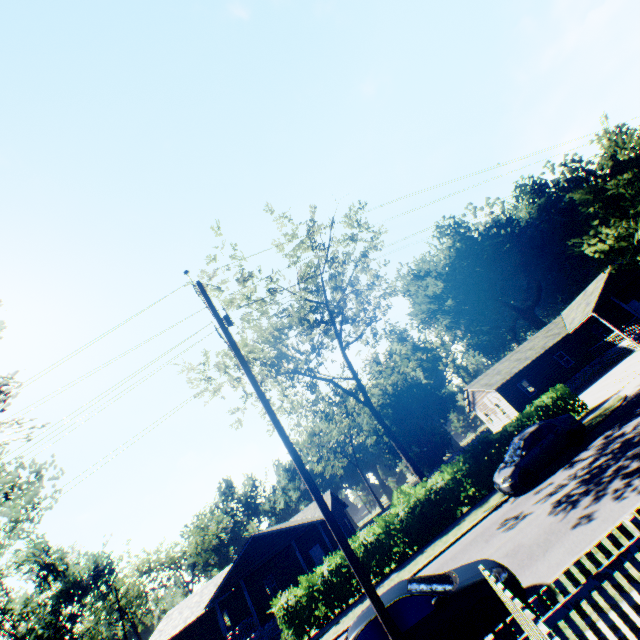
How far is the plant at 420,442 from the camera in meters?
55.4 m

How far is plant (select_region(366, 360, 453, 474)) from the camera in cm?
5541

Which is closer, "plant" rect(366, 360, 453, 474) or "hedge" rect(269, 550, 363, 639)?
"hedge" rect(269, 550, 363, 639)

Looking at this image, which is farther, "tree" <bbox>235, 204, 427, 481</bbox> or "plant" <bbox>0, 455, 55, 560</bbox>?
"tree" <bbox>235, 204, 427, 481</bbox>

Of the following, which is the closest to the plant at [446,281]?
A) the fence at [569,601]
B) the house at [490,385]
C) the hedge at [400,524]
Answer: the fence at [569,601]

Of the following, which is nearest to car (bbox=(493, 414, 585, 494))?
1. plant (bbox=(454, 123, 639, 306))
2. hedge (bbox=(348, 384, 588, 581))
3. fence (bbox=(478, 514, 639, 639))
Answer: hedge (bbox=(348, 384, 588, 581))

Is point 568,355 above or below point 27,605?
below

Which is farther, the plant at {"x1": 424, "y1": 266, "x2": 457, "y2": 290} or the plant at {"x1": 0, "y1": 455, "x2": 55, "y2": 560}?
the plant at {"x1": 424, "y1": 266, "x2": 457, "y2": 290}
